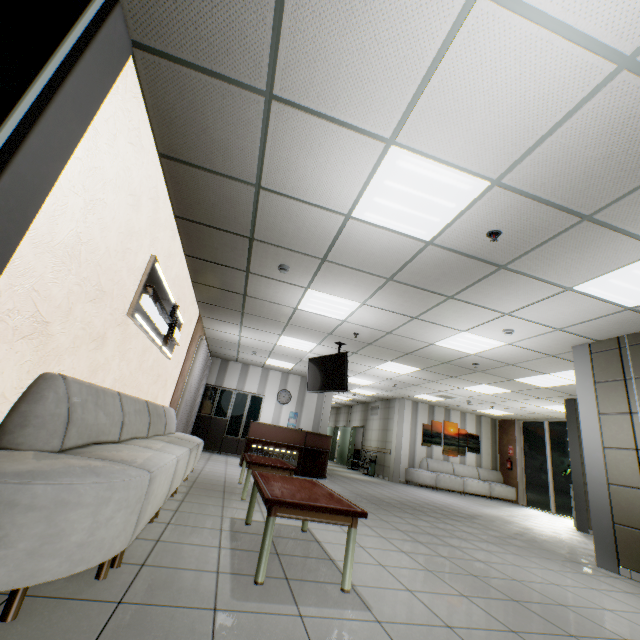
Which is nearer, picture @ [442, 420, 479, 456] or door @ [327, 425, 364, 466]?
picture @ [442, 420, 479, 456]

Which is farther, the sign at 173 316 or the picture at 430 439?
the picture at 430 439

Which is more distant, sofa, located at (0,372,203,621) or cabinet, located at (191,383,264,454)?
cabinet, located at (191,383,264,454)

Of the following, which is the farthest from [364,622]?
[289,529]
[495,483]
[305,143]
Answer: [495,483]

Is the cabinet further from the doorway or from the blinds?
the doorway

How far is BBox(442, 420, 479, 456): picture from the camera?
13.6 meters

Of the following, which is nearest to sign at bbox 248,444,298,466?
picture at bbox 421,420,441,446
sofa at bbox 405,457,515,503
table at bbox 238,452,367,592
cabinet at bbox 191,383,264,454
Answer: cabinet at bbox 191,383,264,454

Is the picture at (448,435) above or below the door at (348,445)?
above
